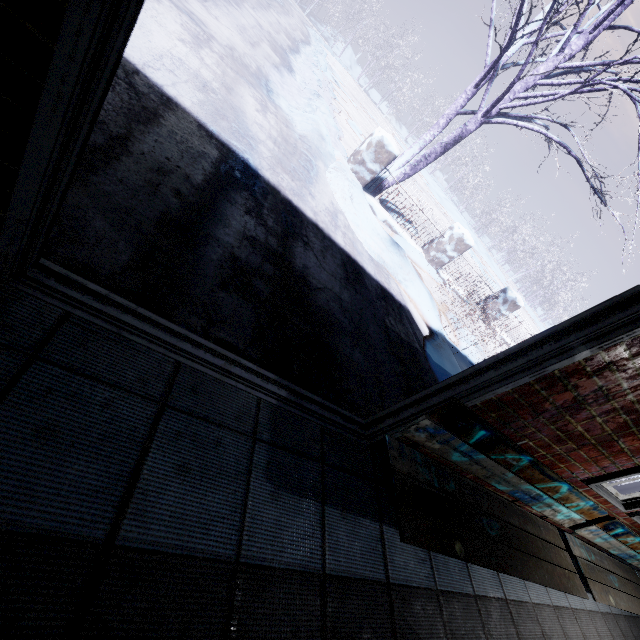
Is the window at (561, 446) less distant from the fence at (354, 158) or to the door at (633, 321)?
the door at (633, 321)

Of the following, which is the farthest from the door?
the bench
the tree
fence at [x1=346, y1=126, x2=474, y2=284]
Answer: fence at [x1=346, y1=126, x2=474, y2=284]

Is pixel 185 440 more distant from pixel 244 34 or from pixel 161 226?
pixel 244 34

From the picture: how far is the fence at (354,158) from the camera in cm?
483

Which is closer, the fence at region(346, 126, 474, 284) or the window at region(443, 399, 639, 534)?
the window at region(443, 399, 639, 534)

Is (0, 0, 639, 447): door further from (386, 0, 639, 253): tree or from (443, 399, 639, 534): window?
(386, 0, 639, 253): tree

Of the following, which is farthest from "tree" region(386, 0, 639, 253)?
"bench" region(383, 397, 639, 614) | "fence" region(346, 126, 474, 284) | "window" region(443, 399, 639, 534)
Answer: "bench" region(383, 397, 639, 614)

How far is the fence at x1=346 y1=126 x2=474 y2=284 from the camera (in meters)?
4.83
